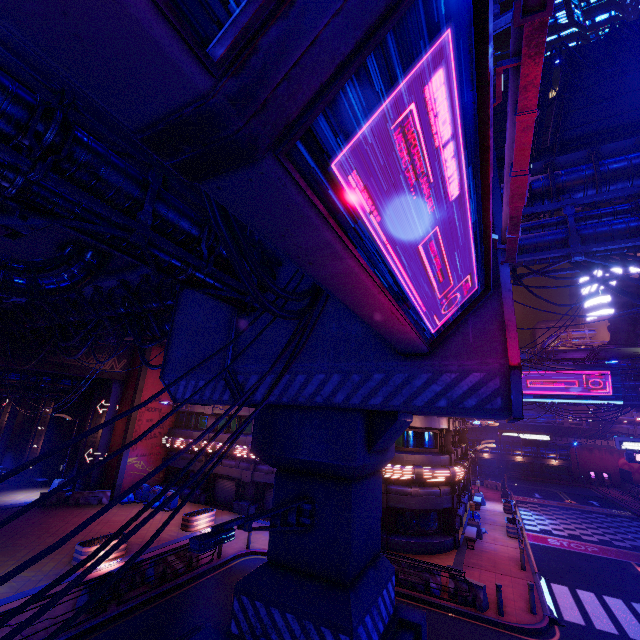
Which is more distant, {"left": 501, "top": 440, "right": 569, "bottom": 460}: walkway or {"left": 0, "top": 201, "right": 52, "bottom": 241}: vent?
{"left": 501, "top": 440, "right": 569, "bottom": 460}: walkway

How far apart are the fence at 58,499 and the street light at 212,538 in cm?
2578

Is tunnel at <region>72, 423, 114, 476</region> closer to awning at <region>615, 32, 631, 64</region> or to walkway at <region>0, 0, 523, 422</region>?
walkway at <region>0, 0, 523, 422</region>

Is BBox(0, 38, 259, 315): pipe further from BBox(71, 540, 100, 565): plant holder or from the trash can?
the trash can

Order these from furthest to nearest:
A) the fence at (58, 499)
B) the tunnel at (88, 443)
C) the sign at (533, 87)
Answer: the tunnel at (88, 443), the fence at (58, 499), the sign at (533, 87)

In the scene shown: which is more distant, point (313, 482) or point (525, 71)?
point (313, 482)

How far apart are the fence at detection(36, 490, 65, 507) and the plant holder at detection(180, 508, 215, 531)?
10.3m

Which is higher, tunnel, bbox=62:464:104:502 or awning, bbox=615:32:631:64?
awning, bbox=615:32:631:64
